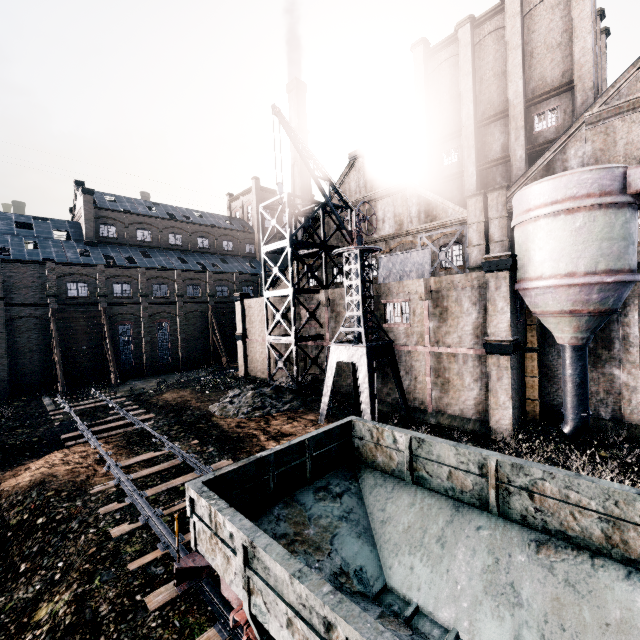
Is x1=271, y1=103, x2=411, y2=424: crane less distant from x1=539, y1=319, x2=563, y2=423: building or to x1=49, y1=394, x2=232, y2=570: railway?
x1=539, y1=319, x2=563, y2=423: building

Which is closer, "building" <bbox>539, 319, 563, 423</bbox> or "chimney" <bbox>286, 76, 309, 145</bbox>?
"building" <bbox>539, 319, 563, 423</bbox>

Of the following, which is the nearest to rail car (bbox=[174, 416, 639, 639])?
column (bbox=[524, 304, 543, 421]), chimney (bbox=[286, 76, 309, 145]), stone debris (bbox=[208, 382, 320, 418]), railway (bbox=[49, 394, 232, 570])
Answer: railway (bbox=[49, 394, 232, 570])

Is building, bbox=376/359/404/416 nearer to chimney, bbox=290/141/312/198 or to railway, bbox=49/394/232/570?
chimney, bbox=290/141/312/198

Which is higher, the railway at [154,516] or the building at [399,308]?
the building at [399,308]

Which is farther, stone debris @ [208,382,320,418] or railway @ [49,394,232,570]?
stone debris @ [208,382,320,418]

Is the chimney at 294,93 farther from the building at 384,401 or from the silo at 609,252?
the silo at 609,252

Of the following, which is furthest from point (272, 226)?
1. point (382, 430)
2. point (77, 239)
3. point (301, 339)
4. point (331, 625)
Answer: point (77, 239)
